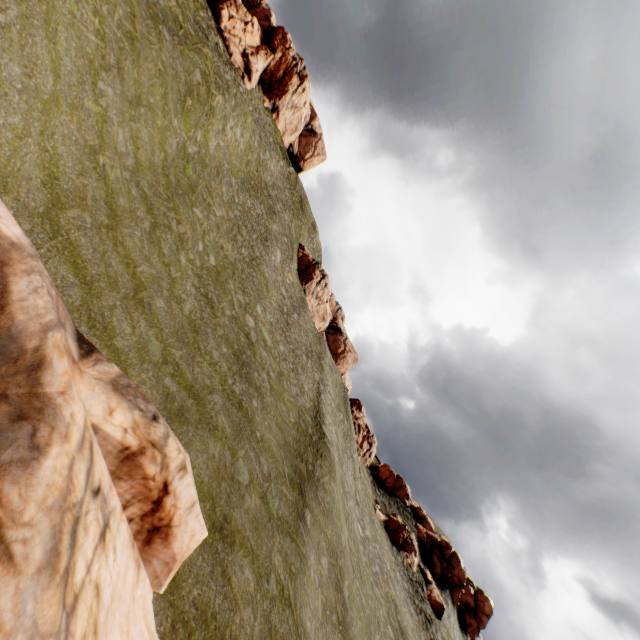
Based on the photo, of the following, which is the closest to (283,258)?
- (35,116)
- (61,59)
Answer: (61,59)

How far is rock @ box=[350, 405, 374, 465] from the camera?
50.88m

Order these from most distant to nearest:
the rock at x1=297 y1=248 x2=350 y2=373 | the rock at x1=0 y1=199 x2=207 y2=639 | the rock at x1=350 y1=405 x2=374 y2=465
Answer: the rock at x1=297 y1=248 x2=350 y2=373
the rock at x1=350 y1=405 x2=374 y2=465
the rock at x1=0 y1=199 x2=207 y2=639

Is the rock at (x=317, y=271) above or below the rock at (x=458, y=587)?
above

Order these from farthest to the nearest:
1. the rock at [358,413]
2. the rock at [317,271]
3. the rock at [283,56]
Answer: the rock at [317,271], the rock at [358,413], the rock at [283,56]

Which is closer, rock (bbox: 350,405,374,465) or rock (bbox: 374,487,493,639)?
rock (bbox: 374,487,493,639)

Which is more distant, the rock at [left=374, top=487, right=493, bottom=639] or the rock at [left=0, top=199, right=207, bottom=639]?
the rock at [left=374, top=487, right=493, bottom=639]
